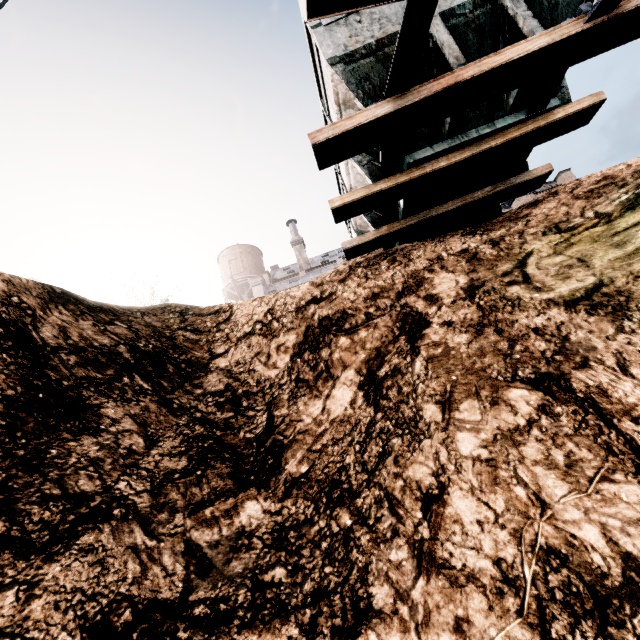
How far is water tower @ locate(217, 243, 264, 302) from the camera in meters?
46.8 m

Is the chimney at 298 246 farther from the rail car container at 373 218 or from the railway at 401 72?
the railway at 401 72

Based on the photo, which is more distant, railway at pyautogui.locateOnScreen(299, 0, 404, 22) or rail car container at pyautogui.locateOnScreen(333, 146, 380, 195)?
rail car container at pyautogui.locateOnScreen(333, 146, 380, 195)

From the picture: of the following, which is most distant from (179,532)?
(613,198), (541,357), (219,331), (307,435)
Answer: (613,198)

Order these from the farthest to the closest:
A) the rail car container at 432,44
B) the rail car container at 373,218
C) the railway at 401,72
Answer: the rail car container at 373,218 → the rail car container at 432,44 → the railway at 401,72

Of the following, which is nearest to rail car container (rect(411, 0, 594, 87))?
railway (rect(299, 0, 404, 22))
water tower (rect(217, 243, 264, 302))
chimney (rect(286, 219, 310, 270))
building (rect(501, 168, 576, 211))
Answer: railway (rect(299, 0, 404, 22))

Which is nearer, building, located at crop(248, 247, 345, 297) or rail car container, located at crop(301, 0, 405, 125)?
rail car container, located at crop(301, 0, 405, 125)

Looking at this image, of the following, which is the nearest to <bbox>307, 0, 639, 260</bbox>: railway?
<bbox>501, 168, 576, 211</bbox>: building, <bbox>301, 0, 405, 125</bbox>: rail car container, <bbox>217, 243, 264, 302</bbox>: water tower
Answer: <bbox>301, 0, 405, 125</bbox>: rail car container
